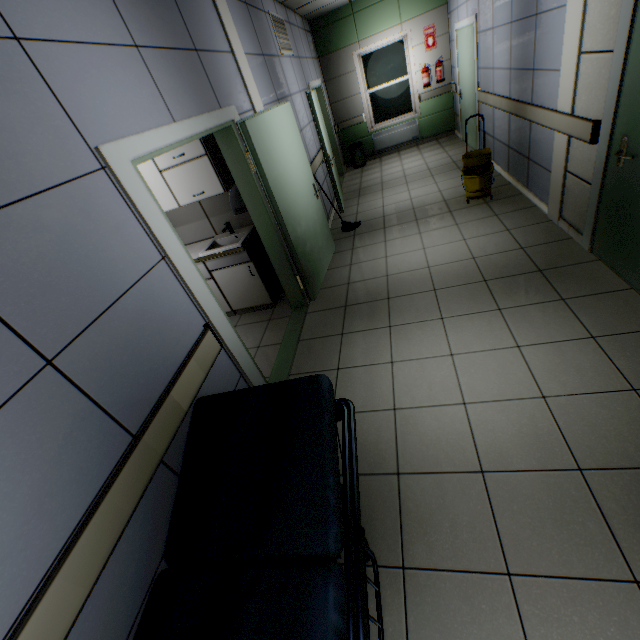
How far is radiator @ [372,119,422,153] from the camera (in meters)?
8.41

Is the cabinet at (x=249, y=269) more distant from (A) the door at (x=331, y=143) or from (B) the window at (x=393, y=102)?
(B) the window at (x=393, y=102)

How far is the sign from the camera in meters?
7.3 m

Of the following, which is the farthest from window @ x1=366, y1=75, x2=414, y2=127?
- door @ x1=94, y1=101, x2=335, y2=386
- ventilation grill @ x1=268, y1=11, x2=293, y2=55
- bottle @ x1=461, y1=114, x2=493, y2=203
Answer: door @ x1=94, y1=101, x2=335, y2=386

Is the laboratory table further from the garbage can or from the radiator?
the radiator

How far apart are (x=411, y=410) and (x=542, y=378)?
0.94m

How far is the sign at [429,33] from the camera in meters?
7.3 m

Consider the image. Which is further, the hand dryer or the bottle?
the bottle
